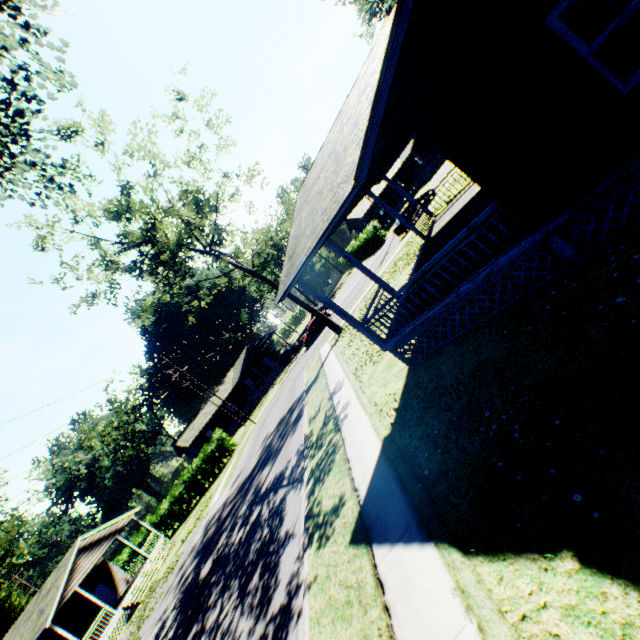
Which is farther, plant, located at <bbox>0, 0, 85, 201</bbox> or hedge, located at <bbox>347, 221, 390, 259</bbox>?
hedge, located at <bbox>347, 221, 390, 259</bbox>

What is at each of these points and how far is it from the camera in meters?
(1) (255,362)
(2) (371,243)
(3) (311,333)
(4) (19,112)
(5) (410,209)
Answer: (1) house, 55.5
(2) hedge, 45.3
(3) car, 37.3
(4) plant, 13.0
(5) car, 28.7

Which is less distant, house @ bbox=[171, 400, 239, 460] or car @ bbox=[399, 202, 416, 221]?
car @ bbox=[399, 202, 416, 221]

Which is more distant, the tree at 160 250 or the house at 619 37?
the tree at 160 250

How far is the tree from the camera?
17.8m

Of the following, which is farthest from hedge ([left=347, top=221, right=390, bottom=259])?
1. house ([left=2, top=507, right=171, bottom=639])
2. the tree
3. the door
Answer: the door

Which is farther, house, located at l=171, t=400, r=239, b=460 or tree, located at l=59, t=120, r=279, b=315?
house, located at l=171, t=400, r=239, b=460

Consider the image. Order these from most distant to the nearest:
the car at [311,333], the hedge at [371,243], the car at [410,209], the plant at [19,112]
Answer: the hedge at [371,243] → the car at [311,333] → the car at [410,209] → the plant at [19,112]
